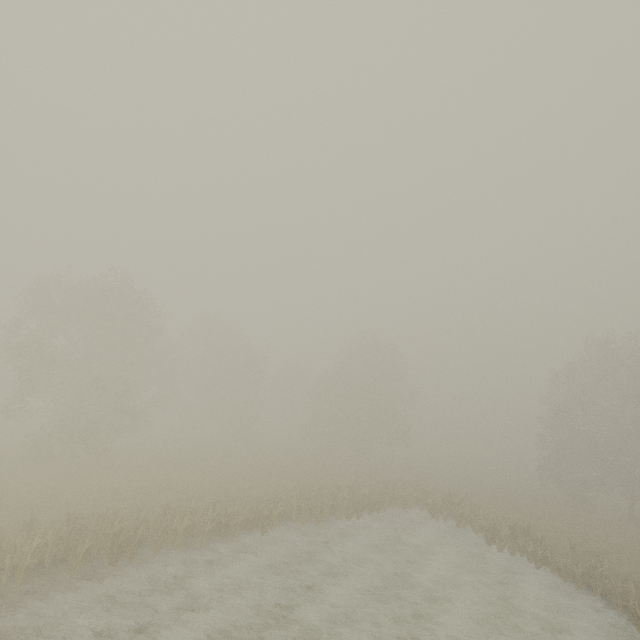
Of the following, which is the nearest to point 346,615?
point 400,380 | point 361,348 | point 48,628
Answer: point 48,628
